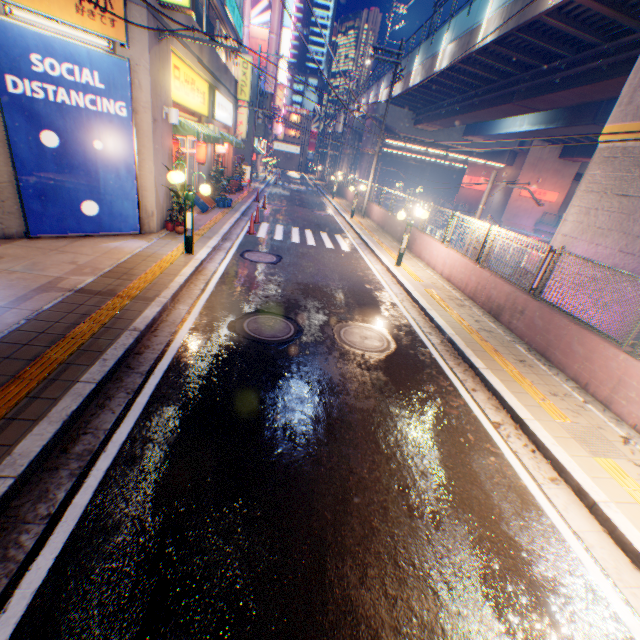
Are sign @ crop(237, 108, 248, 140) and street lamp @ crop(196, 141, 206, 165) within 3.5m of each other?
no

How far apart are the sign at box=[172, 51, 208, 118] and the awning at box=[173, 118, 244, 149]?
0.3 meters

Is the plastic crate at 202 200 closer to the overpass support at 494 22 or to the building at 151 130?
the building at 151 130

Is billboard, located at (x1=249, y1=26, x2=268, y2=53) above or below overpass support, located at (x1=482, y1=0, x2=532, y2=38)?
above

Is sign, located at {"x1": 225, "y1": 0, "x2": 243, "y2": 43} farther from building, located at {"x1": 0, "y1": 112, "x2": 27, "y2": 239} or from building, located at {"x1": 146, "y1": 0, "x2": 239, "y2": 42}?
building, located at {"x1": 0, "y1": 112, "x2": 27, "y2": 239}

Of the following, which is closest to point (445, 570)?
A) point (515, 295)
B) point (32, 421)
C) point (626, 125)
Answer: point (32, 421)

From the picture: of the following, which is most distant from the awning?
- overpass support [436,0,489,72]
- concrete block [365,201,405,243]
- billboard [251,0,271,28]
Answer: billboard [251,0,271,28]

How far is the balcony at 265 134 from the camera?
32.8m
